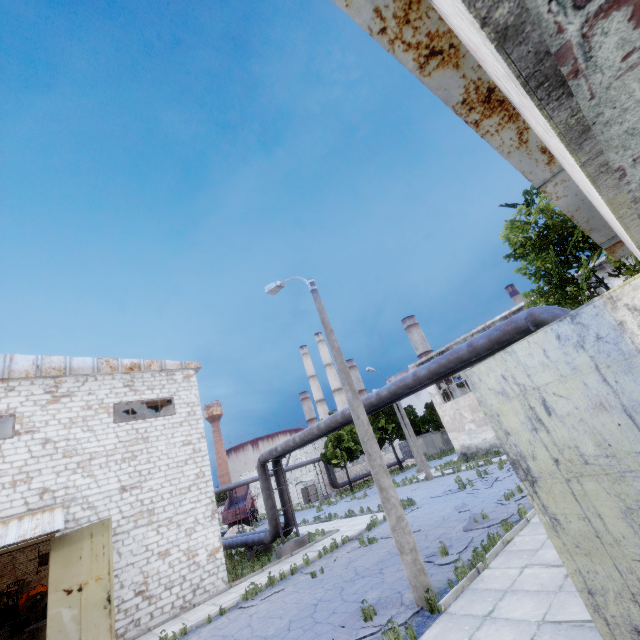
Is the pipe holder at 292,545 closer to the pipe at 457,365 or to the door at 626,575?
the pipe at 457,365

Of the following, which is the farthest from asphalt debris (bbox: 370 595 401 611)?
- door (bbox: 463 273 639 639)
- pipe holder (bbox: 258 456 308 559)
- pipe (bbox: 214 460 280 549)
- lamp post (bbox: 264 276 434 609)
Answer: pipe holder (bbox: 258 456 308 559)

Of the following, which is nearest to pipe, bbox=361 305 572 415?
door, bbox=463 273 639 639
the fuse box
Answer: door, bbox=463 273 639 639

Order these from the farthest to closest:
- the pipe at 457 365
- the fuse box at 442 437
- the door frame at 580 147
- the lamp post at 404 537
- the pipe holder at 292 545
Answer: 1. the fuse box at 442 437
2. the pipe holder at 292 545
3. the pipe at 457 365
4. the lamp post at 404 537
5. the door frame at 580 147

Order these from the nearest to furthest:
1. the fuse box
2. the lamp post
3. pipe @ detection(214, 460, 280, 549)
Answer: the lamp post → pipe @ detection(214, 460, 280, 549) → the fuse box

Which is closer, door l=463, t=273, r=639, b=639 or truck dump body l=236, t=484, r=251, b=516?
door l=463, t=273, r=639, b=639

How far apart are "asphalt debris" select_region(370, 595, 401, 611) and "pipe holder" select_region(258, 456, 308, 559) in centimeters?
1027cm

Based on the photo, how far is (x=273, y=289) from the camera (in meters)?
12.45
